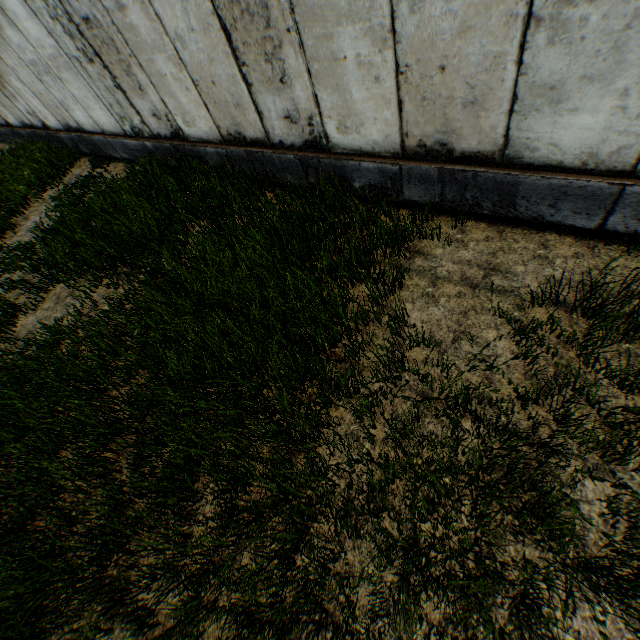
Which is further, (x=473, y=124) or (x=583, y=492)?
(x=473, y=124)
